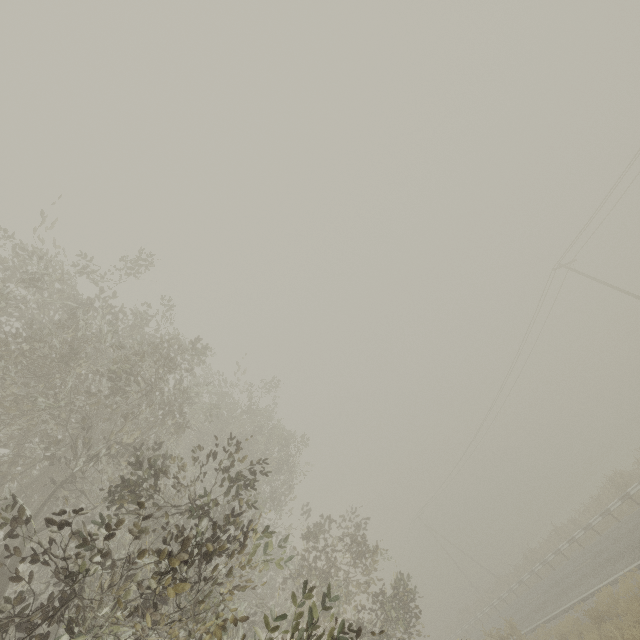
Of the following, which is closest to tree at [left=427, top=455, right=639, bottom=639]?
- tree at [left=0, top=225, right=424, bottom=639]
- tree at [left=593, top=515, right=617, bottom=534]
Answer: tree at [left=593, top=515, right=617, bottom=534]

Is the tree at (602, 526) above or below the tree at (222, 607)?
below

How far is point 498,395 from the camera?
32.2 meters

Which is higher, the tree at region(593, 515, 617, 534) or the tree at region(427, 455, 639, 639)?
the tree at region(427, 455, 639, 639)

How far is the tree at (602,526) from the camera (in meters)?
21.46

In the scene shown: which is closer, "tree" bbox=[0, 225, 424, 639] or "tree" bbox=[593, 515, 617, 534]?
"tree" bbox=[0, 225, 424, 639]

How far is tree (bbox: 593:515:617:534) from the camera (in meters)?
21.46
